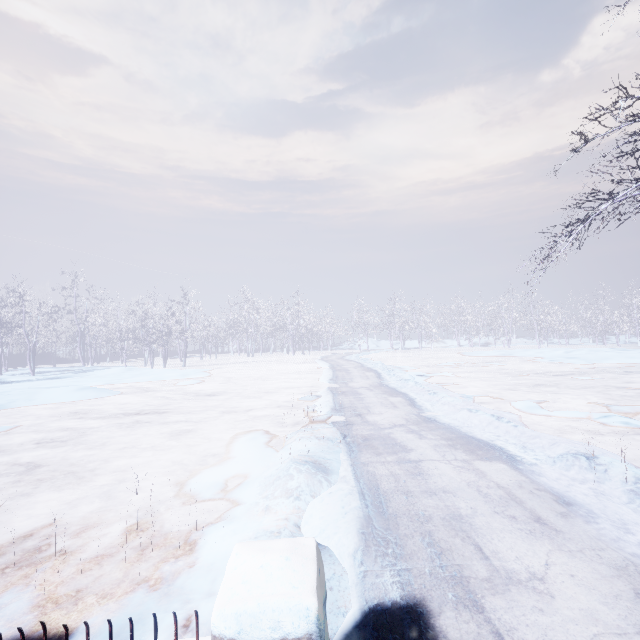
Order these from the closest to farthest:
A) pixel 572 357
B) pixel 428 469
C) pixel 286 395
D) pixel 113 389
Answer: pixel 428 469 < pixel 286 395 < pixel 113 389 < pixel 572 357
